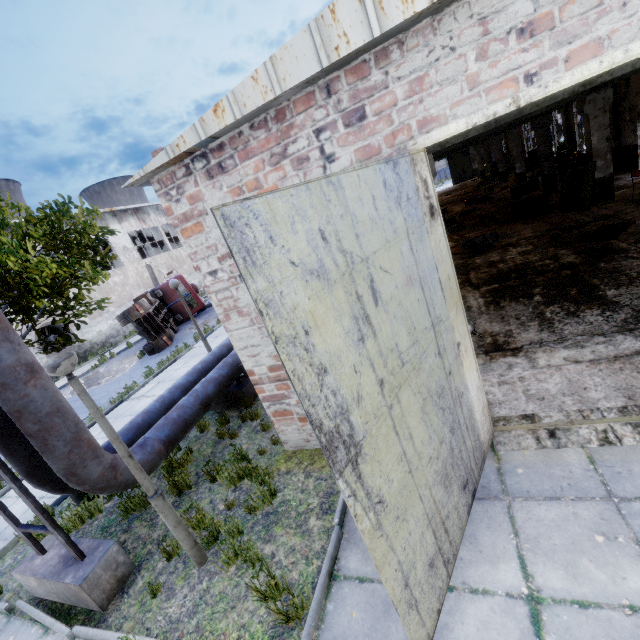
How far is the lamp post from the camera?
3.5m

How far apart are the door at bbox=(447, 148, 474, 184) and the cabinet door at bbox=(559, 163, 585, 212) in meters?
36.3 m

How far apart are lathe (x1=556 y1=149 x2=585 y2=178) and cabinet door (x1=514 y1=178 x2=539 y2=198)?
1.44m

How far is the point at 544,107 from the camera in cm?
1162

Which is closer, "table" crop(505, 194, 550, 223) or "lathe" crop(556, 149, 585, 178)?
"table" crop(505, 194, 550, 223)

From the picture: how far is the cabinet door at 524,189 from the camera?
19.3m

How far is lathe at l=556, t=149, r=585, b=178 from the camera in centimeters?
1775cm

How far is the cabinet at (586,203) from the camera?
11.7m
